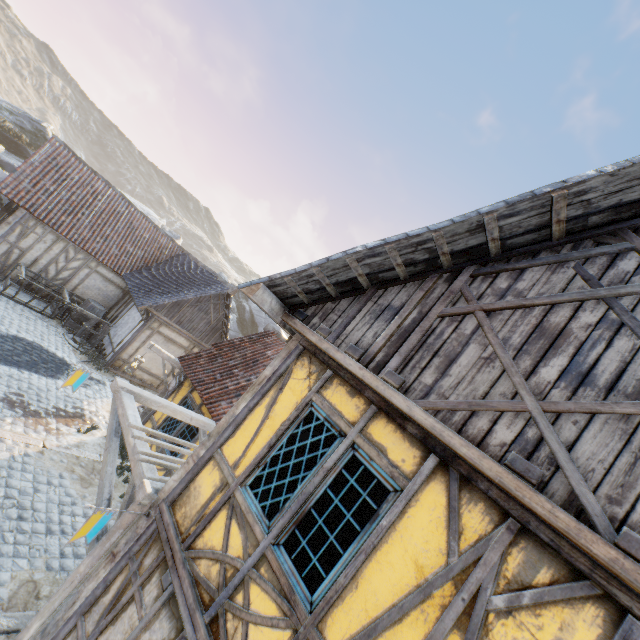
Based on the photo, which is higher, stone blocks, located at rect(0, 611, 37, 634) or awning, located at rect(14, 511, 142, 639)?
awning, located at rect(14, 511, 142, 639)

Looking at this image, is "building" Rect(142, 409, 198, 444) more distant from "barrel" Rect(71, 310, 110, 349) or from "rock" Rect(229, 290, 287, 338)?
"barrel" Rect(71, 310, 110, 349)

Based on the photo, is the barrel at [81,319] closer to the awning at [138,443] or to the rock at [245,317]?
the awning at [138,443]

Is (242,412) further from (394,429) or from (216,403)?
(216,403)

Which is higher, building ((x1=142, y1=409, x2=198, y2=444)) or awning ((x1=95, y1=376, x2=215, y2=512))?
awning ((x1=95, y1=376, x2=215, y2=512))

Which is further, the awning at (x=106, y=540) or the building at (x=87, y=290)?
the building at (x=87, y=290)

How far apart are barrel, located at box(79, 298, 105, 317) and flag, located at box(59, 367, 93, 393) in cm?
1060

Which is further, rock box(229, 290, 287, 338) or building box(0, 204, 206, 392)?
rock box(229, 290, 287, 338)
